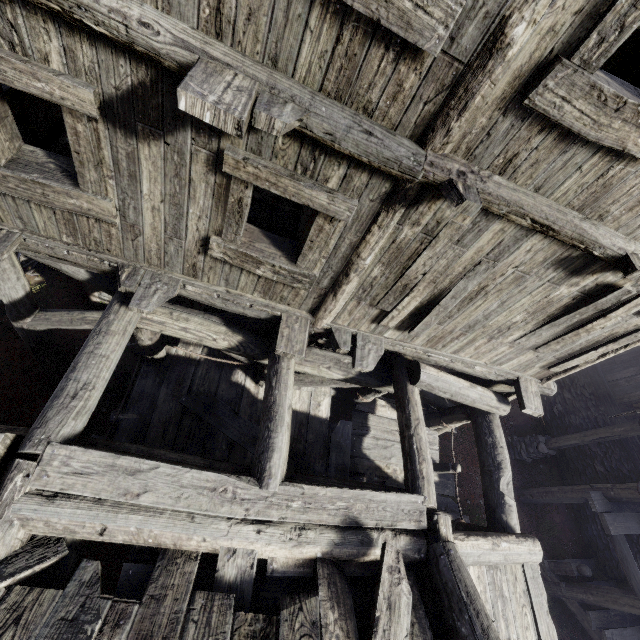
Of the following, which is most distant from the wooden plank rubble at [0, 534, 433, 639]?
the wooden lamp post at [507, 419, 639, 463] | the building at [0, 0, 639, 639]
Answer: the wooden lamp post at [507, 419, 639, 463]

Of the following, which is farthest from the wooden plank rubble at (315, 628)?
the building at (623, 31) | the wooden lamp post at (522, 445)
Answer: the wooden lamp post at (522, 445)

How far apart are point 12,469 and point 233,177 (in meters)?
3.33

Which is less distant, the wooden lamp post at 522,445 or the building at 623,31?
the building at 623,31

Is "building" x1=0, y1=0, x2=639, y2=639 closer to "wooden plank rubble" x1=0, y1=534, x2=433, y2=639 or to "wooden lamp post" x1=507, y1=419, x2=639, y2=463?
"wooden plank rubble" x1=0, y1=534, x2=433, y2=639

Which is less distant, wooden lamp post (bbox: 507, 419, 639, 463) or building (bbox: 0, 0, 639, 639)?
building (bbox: 0, 0, 639, 639)
